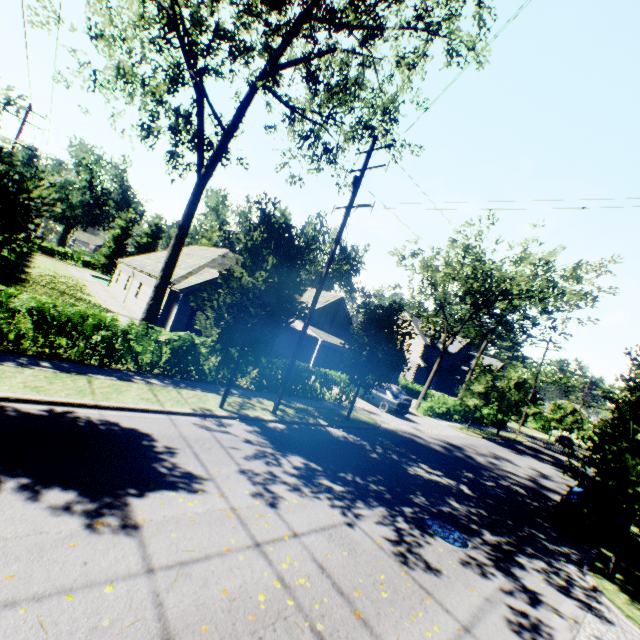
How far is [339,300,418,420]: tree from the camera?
14.86m

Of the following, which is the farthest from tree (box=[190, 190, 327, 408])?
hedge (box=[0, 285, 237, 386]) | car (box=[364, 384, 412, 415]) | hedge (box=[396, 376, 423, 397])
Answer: car (box=[364, 384, 412, 415])

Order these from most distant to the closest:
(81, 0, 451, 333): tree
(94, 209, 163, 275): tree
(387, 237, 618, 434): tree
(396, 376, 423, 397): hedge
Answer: (94, 209, 163, 275): tree
(396, 376, 423, 397): hedge
(387, 237, 618, 434): tree
(81, 0, 451, 333): tree

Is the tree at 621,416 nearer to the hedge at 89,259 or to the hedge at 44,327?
the hedge at 89,259

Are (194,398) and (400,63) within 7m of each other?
no

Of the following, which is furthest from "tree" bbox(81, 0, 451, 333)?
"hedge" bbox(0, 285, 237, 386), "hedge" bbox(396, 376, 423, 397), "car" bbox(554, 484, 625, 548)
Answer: "hedge" bbox(396, 376, 423, 397)

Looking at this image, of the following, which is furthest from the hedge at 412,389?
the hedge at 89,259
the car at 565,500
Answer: the hedge at 89,259

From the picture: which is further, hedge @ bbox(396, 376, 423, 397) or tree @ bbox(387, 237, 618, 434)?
hedge @ bbox(396, 376, 423, 397)
